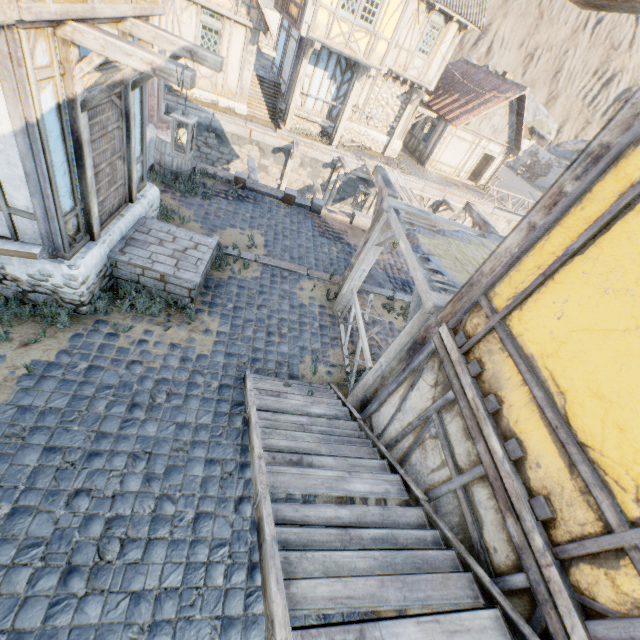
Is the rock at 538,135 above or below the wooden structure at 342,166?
above

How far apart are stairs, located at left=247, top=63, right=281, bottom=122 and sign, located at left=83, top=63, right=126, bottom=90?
13.11m

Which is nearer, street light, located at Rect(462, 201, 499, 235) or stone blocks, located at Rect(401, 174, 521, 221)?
street light, located at Rect(462, 201, 499, 235)

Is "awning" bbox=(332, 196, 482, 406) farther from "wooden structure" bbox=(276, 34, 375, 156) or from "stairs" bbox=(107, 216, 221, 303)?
"wooden structure" bbox=(276, 34, 375, 156)

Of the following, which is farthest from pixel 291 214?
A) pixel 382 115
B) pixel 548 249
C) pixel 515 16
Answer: pixel 515 16

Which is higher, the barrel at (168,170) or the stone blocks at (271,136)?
the barrel at (168,170)

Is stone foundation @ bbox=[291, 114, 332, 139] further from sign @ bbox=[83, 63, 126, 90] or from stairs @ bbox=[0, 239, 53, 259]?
stairs @ bbox=[0, 239, 53, 259]

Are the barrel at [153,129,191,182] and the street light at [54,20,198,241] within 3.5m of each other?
no
